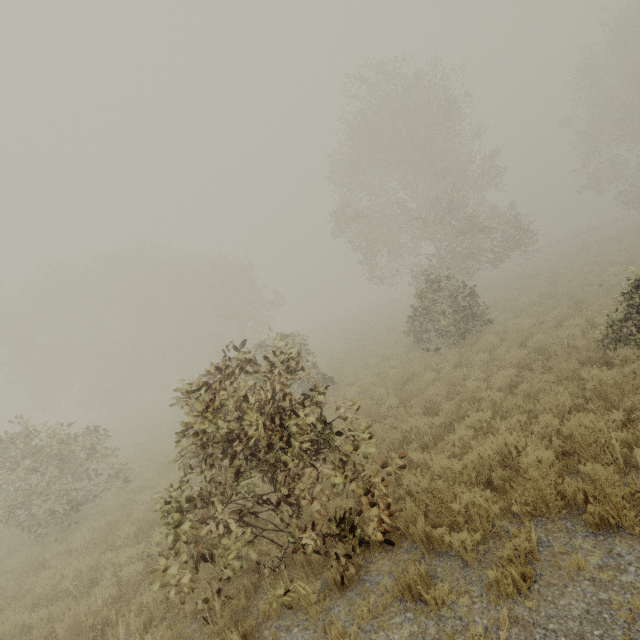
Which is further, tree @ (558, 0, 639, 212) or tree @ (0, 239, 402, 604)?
tree @ (558, 0, 639, 212)

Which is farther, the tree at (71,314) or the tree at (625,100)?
the tree at (625,100)

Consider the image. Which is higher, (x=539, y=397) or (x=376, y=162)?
(x=376, y=162)
